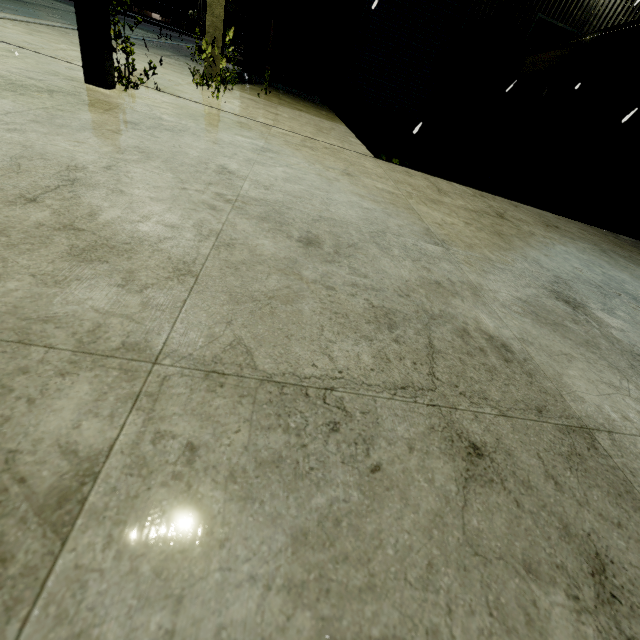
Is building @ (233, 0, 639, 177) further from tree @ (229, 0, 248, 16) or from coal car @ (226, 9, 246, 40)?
coal car @ (226, 9, 246, 40)

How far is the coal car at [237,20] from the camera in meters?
50.2

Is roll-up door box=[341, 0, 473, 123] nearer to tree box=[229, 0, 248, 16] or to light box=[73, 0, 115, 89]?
light box=[73, 0, 115, 89]

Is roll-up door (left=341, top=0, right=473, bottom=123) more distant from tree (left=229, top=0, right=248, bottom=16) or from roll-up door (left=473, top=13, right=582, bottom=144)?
tree (left=229, top=0, right=248, bottom=16)

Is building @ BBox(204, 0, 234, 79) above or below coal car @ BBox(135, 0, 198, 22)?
below

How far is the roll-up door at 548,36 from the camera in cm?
973

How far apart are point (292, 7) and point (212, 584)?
12.8 meters

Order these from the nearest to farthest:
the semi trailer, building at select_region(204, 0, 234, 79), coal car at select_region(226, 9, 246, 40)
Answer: building at select_region(204, 0, 234, 79) → the semi trailer → coal car at select_region(226, 9, 246, 40)
